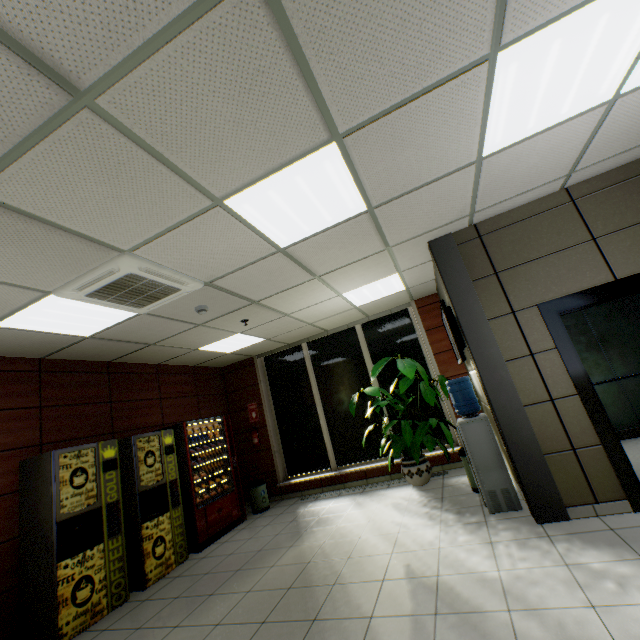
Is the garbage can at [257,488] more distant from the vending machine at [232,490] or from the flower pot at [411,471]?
the flower pot at [411,471]

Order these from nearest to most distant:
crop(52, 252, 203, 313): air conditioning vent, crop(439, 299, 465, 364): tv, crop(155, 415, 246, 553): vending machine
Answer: crop(52, 252, 203, 313): air conditioning vent, crop(439, 299, 465, 364): tv, crop(155, 415, 246, 553): vending machine

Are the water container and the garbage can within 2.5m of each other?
no

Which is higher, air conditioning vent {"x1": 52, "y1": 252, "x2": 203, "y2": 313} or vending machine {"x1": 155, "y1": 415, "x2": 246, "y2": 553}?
air conditioning vent {"x1": 52, "y1": 252, "x2": 203, "y2": 313}

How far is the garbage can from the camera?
6.48m

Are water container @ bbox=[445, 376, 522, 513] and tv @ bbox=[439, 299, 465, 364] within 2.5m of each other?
yes

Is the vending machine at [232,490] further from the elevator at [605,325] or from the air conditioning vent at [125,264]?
the elevator at [605,325]

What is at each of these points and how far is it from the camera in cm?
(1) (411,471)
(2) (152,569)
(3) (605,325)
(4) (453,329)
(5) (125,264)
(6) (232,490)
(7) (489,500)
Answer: (1) flower pot, 540
(2) coffee, 426
(3) elevator, 536
(4) tv, 430
(5) air conditioning vent, 285
(6) vending machine, 603
(7) water container, 372
